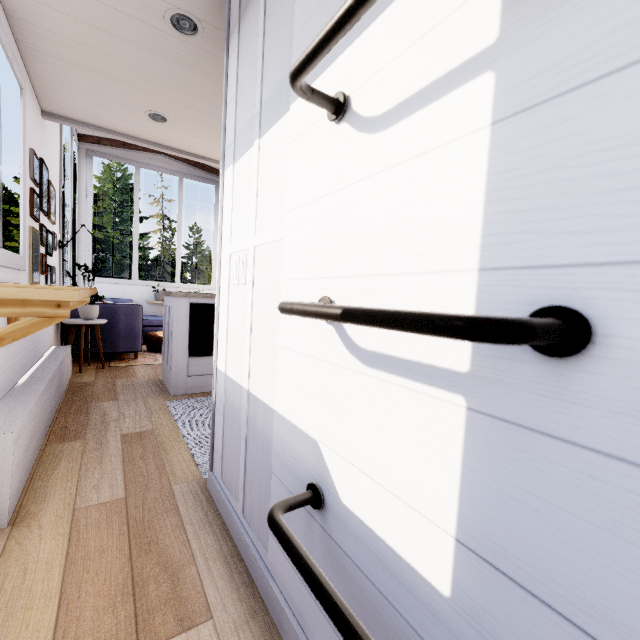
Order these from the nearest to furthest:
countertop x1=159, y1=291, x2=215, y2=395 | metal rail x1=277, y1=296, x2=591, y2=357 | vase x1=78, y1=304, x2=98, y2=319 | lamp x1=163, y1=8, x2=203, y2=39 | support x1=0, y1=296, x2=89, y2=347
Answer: metal rail x1=277, y1=296, x2=591, y2=357 < support x1=0, y1=296, x2=89, y2=347 < lamp x1=163, y1=8, x2=203, y2=39 < countertop x1=159, y1=291, x2=215, y2=395 < vase x1=78, y1=304, x2=98, y2=319

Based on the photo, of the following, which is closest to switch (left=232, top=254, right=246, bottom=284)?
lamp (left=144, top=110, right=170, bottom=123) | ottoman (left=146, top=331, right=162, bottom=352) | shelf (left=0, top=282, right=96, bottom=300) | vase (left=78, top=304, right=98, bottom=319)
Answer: shelf (left=0, top=282, right=96, bottom=300)

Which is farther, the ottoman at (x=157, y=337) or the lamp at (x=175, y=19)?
the ottoman at (x=157, y=337)

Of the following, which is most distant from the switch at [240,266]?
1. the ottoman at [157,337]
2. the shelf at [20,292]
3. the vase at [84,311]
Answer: the ottoman at [157,337]

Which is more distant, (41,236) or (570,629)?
(41,236)

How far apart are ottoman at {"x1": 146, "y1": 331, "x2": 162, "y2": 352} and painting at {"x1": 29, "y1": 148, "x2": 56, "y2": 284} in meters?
2.5 m

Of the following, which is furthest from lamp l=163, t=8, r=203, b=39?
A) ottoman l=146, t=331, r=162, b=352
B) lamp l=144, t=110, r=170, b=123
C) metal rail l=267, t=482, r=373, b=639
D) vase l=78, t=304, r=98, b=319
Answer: ottoman l=146, t=331, r=162, b=352

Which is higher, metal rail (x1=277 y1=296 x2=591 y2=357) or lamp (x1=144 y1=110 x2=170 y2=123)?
lamp (x1=144 y1=110 x2=170 y2=123)
